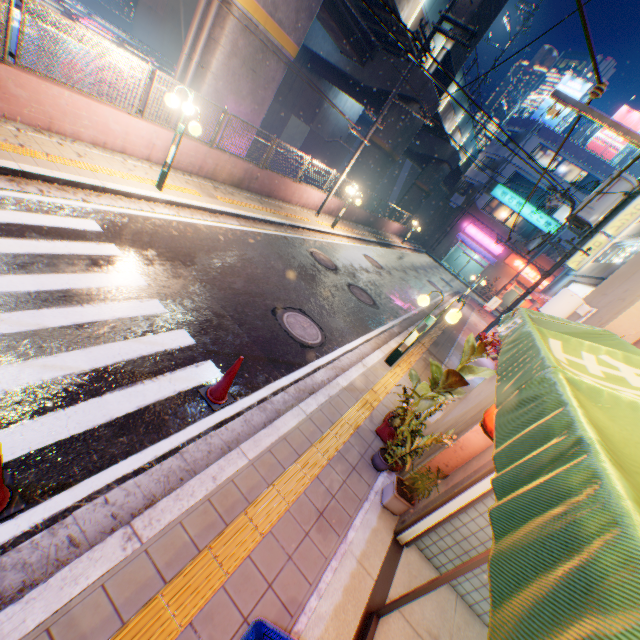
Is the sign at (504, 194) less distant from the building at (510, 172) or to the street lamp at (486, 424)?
the building at (510, 172)

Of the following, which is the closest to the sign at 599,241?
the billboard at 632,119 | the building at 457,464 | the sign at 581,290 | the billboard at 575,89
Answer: the sign at 581,290

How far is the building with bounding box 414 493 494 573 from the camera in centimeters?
394cm

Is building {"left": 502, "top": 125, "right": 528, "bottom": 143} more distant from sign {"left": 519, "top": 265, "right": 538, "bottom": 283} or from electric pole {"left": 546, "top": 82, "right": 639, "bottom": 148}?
electric pole {"left": 546, "top": 82, "right": 639, "bottom": 148}

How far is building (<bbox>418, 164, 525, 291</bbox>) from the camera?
34.56m

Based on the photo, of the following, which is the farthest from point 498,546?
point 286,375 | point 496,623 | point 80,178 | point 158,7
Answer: point 158,7

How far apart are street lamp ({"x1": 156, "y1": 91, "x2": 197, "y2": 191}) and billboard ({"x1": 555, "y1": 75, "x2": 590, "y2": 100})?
38.4 meters

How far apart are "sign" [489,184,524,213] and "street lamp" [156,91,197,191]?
34.9 meters
